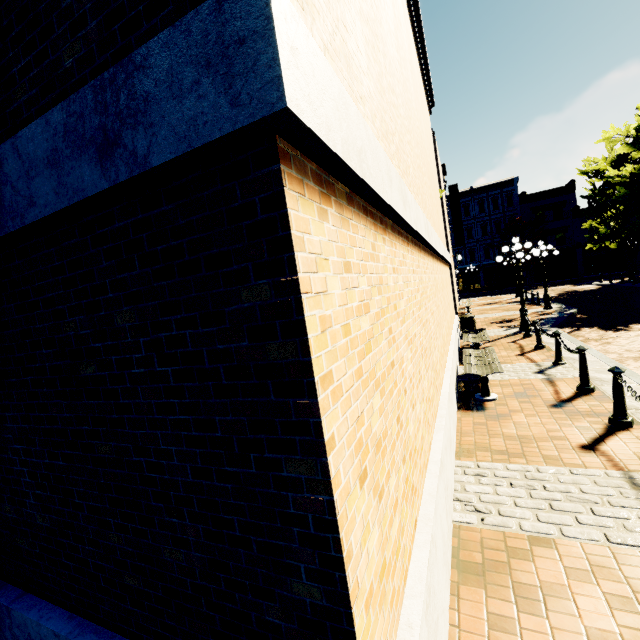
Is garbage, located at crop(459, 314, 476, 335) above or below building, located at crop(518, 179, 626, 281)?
below

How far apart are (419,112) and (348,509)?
8.98m

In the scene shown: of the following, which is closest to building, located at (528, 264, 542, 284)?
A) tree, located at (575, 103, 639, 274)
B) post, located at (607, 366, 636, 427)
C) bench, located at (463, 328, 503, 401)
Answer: tree, located at (575, 103, 639, 274)

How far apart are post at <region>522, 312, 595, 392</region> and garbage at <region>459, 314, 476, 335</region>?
5.09m

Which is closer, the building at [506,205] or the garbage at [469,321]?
the garbage at [469,321]

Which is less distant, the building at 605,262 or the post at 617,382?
the post at 617,382

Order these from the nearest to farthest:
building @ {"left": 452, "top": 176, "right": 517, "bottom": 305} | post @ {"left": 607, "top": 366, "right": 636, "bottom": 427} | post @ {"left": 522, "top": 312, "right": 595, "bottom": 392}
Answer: post @ {"left": 607, "top": 366, "right": 636, "bottom": 427} < post @ {"left": 522, "top": 312, "right": 595, "bottom": 392} < building @ {"left": 452, "top": 176, "right": 517, "bottom": 305}

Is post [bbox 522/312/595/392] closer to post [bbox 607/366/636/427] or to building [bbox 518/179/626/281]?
post [bbox 607/366/636/427]
